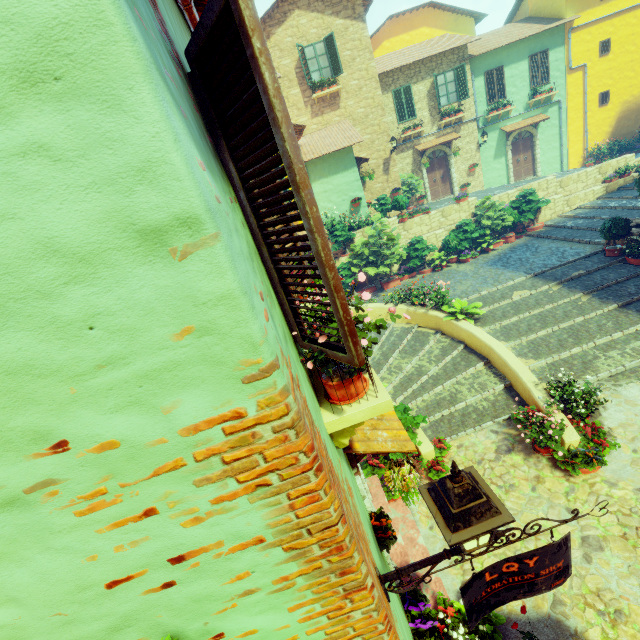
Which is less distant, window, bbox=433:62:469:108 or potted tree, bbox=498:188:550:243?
potted tree, bbox=498:188:550:243

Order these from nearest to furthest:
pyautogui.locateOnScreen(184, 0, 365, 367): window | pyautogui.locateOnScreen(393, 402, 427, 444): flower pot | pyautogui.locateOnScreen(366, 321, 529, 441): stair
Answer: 1. pyautogui.locateOnScreen(184, 0, 365, 367): window
2. pyautogui.locateOnScreen(393, 402, 427, 444): flower pot
3. pyautogui.locateOnScreen(366, 321, 529, 441): stair

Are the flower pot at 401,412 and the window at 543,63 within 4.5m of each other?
no

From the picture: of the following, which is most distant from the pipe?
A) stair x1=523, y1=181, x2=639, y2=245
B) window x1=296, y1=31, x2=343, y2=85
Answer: window x1=296, y1=31, x2=343, y2=85

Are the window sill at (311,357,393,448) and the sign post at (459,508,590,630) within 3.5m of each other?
yes

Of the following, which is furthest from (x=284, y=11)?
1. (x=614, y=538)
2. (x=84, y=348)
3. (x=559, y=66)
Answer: (x=614, y=538)

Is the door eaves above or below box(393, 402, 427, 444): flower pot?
above

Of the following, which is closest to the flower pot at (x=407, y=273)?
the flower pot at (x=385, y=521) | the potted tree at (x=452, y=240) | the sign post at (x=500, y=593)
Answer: the potted tree at (x=452, y=240)
